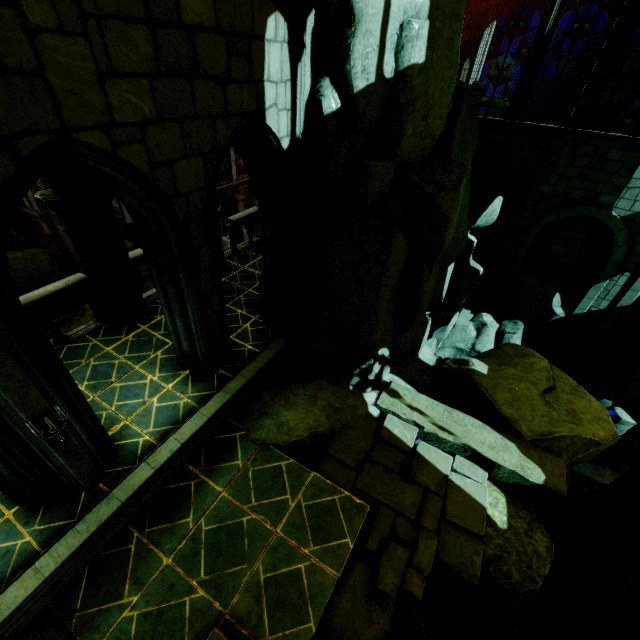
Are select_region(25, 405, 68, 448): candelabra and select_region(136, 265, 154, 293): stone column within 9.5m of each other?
no

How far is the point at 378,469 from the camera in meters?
6.1 m

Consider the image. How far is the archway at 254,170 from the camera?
6.6m

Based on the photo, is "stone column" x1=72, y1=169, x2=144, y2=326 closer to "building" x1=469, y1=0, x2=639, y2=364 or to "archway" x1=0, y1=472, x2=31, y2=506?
"archway" x1=0, y1=472, x2=31, y2=506

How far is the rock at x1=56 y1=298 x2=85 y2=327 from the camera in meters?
17.2 m

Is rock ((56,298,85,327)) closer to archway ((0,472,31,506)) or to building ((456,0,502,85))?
building ((456,0,502,85))

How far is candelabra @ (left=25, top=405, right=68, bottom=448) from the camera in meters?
3.8

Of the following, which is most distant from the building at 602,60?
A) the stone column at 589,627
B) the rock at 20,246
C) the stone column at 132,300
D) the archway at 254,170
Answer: Result: the rock at 20,246
